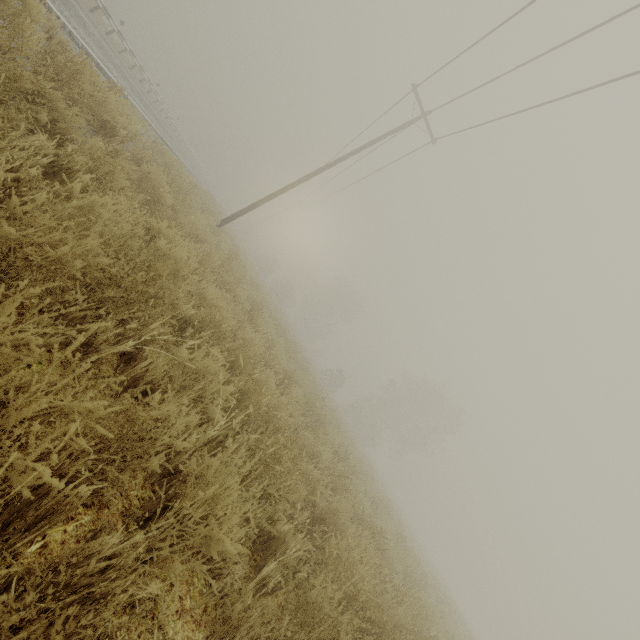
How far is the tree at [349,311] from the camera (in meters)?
56.91

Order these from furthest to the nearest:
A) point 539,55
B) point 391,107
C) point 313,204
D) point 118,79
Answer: point 313,204
point 391,107
point 118,79
point 539,55

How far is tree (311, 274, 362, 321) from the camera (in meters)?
56.91
